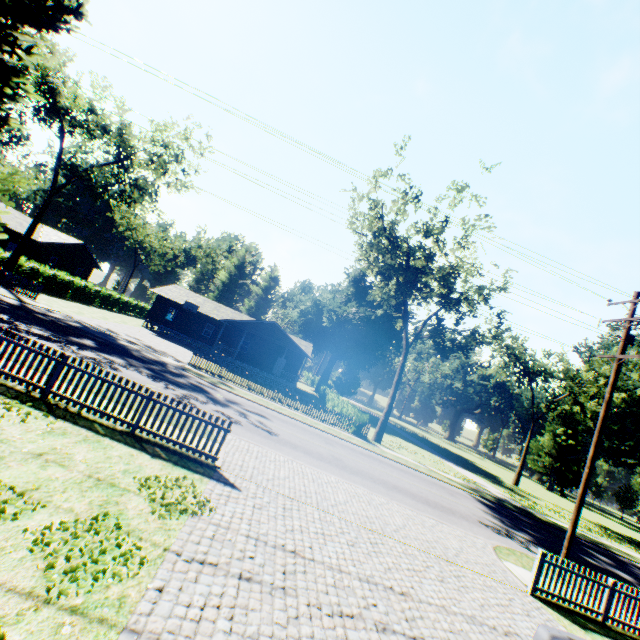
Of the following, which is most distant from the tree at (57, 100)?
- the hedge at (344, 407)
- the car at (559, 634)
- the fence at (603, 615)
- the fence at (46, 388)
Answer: the fence at (603, 615)

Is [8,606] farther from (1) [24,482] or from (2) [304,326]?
(2) [304,326]

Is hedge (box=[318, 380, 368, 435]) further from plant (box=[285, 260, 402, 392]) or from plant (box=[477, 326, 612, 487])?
plant (box=[477, 326, 612, 487])

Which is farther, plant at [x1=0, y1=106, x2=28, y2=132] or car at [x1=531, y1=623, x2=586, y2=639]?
plant at [x1=0, y1=106, x2=28, y2=132]

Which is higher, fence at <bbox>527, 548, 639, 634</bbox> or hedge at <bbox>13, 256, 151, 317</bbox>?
hedge at <bbox>13, 256, 151, 317</bbox>

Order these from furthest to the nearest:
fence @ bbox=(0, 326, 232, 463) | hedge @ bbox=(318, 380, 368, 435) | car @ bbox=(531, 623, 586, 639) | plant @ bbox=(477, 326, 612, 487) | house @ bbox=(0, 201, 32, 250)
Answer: plant @ bbox=(477, 326, 612, 487)
house @ bbox=(0, 201, 32, 250)
hedge @ bbox=(318, 380, 368, 435)
fence @ bbox=(0, 326, 232, 463)
car @ bbox=(531, 623, 586, 639)

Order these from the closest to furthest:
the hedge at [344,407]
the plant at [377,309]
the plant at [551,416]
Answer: the hedge at [344,407]
the plant at [551,416]
the plant at [377,309]

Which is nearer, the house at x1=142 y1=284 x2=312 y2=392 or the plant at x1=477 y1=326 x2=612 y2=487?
the house at x1=142 y1=284 x2=312 y2=392
